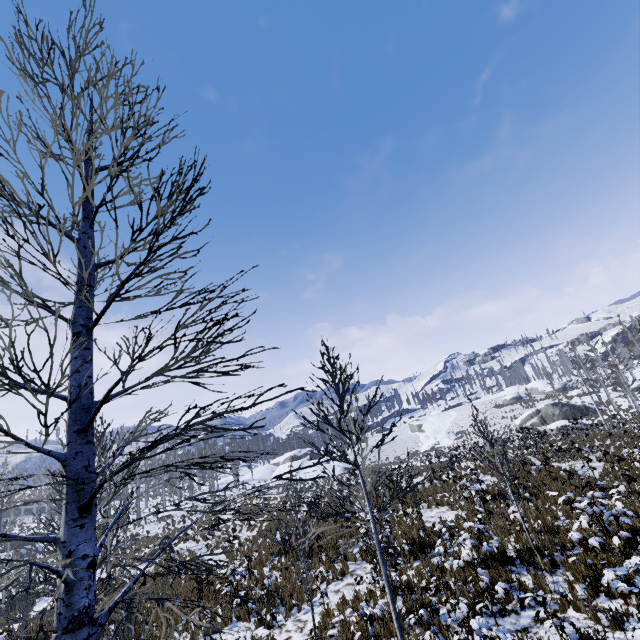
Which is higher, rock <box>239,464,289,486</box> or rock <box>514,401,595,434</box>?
rock <box>239,464,289,486</box>

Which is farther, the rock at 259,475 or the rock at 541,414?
the rock at 259,475

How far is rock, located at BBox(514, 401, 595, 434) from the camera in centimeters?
4184cm

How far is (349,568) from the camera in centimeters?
1180cm

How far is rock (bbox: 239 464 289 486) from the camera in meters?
56.5

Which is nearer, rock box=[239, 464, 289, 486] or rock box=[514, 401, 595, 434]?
rock box=[514, 401, 595, 434]

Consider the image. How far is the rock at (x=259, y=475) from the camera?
56.54m
